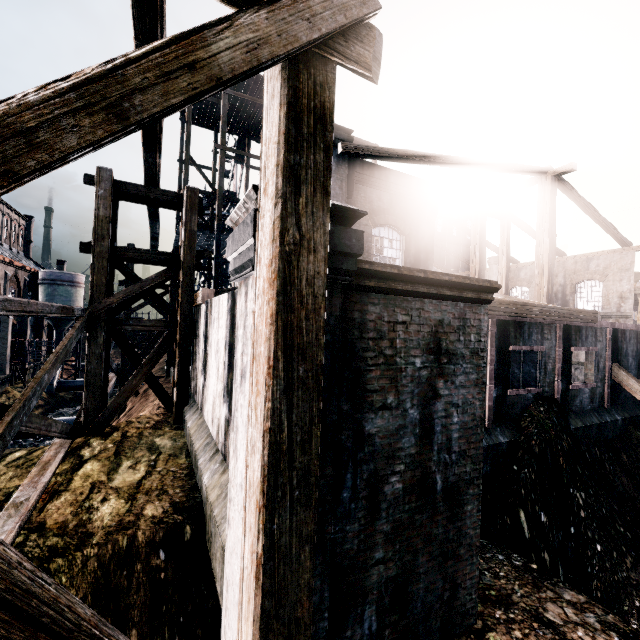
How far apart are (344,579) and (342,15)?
6.6 meters

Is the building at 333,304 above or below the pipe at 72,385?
above

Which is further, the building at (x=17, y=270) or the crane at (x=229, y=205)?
the crane at (x=229, y=205)

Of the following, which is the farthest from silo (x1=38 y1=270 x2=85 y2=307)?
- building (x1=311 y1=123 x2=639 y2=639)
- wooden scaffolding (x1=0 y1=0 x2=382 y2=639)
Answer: wooden scaffolding (x1=0 y1=0 x2=382 y2=639)

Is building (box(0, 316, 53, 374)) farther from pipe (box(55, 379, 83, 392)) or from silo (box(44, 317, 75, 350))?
pipe (box(55, 379, 83, 392))

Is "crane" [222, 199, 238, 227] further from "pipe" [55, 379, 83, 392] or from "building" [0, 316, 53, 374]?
"pipe" [55, 379, 83, 392]

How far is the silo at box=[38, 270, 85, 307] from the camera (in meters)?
43.22

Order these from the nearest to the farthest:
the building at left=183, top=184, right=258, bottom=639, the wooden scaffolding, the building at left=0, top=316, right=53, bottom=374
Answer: the wooden scaffolding < the building at left=183, top=184, right=258, bottom=639 < the building at left=0, top=316, right=53, bottom=374
